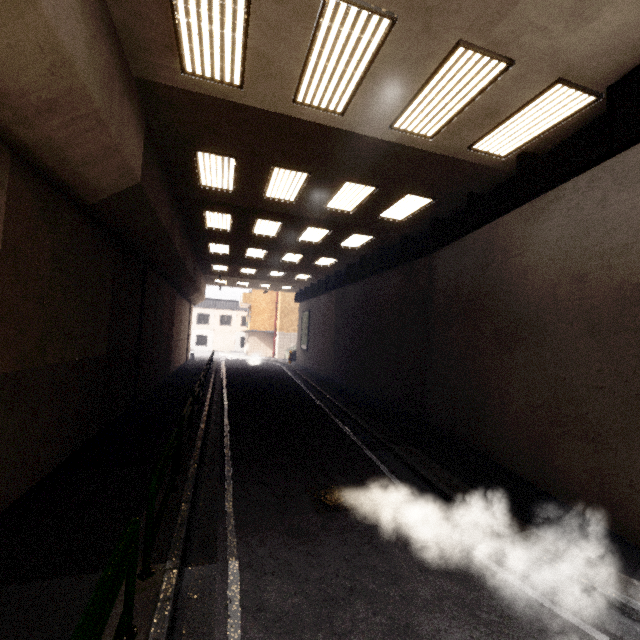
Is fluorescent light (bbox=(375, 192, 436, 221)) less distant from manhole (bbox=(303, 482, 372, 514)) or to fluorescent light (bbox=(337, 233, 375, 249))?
fluorescent light (bbox=(337, 233, 375, 249))

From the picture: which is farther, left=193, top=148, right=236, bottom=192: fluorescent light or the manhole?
left=193, top=148, right=236, bottom=192: fluorescent light

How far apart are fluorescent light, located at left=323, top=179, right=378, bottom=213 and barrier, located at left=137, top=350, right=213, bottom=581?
6.9m

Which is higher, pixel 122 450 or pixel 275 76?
pixel 275 76

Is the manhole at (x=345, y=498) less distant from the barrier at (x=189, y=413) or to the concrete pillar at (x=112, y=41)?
the barrier at (x=189, y=413)

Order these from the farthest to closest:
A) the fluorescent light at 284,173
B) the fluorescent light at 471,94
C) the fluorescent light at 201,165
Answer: the fluorescent light at 284,173, the fluorescent light at 201,165, the fluorescent light at 471,94

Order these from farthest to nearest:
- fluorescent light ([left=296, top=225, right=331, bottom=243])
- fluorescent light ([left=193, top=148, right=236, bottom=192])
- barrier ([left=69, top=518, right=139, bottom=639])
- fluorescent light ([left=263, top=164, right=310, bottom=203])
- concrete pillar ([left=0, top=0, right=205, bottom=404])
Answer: fluorescent light ([left=296, top=225, right=331, bottom=243]) < fluorescent light ([left=263, top=164, right=310, bottom=203]) < fluorescent light ([left=193, top=148, right=236, bottom=192]) < concrete pillar ([left=0, top=0, right=205, bottom=404]) < barrier ([left=69, top=518, right=139, bottom=639])

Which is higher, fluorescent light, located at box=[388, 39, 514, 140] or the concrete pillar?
fluorescent light, located at box=[388, 39, 514, 140]
